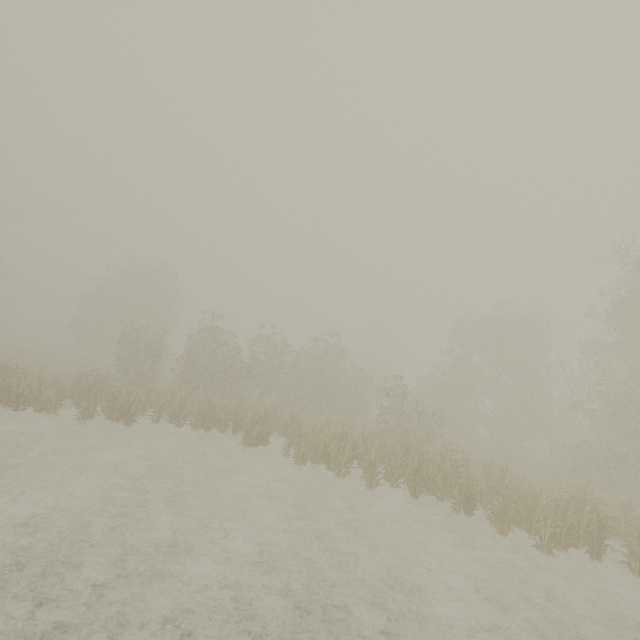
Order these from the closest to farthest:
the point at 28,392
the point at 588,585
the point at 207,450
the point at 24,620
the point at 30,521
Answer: the point at 24,620 → the point at 30,521 → the point at 588,585 → the point at 207,450 → the point at 28,392
